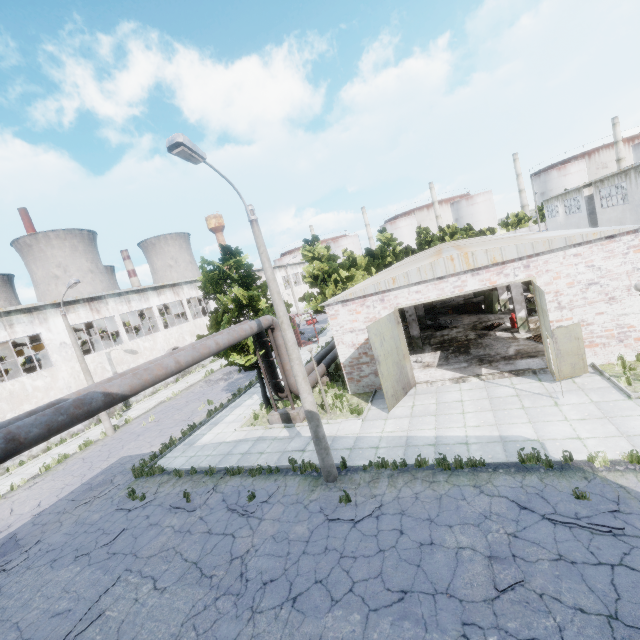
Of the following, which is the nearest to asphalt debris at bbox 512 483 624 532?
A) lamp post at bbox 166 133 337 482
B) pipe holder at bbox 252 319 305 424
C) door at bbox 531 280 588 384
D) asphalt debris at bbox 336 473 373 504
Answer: asphalt debris at bbox 336 473 373 504

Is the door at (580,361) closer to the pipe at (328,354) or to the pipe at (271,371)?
the pipe at (328,354)

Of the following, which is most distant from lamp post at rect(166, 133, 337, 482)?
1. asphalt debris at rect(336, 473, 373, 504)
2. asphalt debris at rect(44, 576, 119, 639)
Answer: asphalt debris at rect(44, 576, 119, 639)

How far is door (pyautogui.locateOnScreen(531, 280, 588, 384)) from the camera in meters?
11.5

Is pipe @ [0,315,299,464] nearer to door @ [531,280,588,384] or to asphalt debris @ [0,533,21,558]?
asphalt debris @ [0,533,21,558]

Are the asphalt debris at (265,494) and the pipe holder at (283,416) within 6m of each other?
yes

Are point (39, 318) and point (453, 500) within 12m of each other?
no
